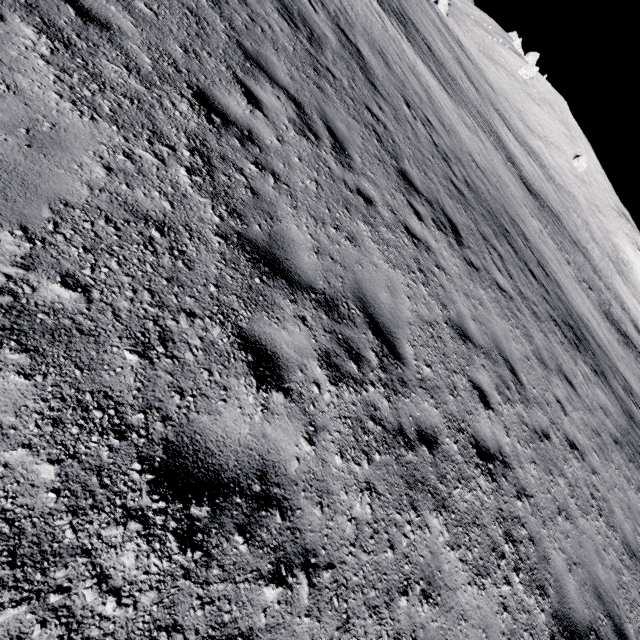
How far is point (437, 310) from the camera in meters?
5.6
